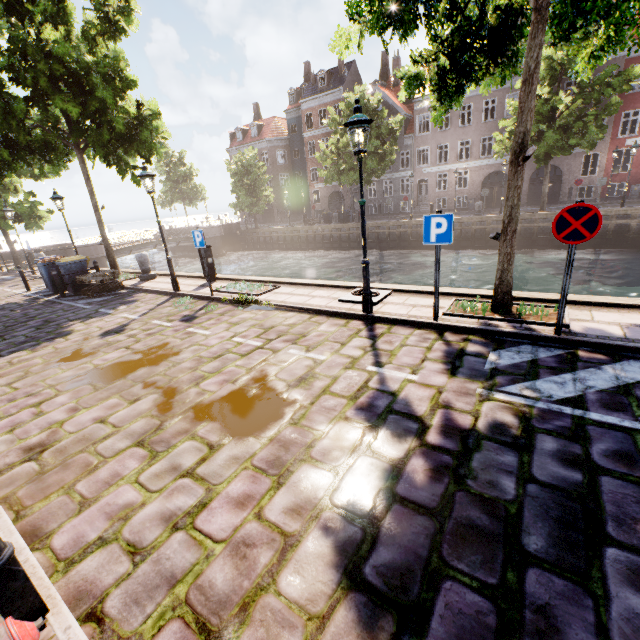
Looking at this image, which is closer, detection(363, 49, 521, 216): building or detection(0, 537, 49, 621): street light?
A: detection(0, 537, 49, 621): street light

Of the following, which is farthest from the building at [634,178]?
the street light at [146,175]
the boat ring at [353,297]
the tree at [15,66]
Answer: the boat ring at [353,297]

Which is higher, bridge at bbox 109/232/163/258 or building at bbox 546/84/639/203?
building at bbox 546/84/639/203

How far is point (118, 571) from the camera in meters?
2.4

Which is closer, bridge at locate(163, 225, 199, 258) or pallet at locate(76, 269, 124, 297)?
pallet at locate(76, 269, 124, 297)

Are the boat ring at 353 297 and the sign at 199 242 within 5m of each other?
yes

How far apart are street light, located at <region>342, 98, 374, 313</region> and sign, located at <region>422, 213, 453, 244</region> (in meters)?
1.14
